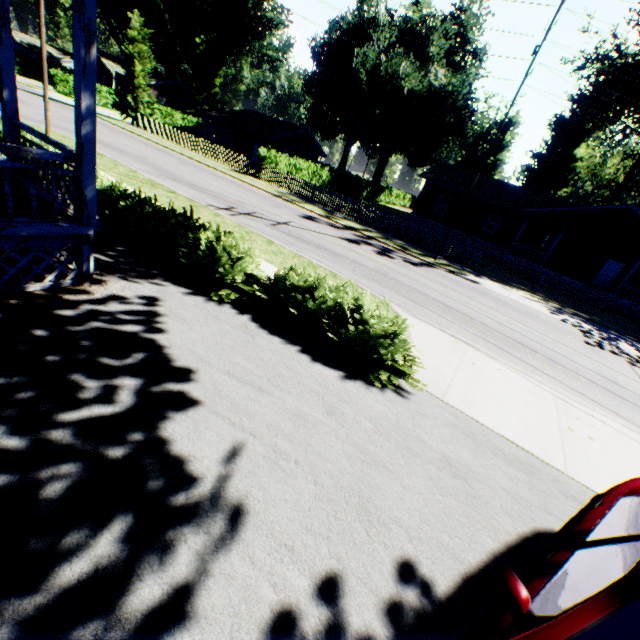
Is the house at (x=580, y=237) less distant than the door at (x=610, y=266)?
Yes

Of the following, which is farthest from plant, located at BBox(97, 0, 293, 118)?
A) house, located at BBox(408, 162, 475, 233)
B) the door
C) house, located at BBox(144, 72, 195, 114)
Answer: the door

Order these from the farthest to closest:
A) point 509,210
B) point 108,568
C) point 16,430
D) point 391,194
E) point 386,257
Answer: point 391,194 → point 509,210 → point 386,257 → point 16,430 → point 108,568

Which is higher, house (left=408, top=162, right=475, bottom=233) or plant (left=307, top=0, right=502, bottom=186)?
plant (left=307, top=0, right=502, bottom=186)

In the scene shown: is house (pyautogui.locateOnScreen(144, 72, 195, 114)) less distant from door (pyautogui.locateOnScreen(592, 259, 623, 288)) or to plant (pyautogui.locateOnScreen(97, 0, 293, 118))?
plant (pyautogui.locateOnScreen(97, 0, 293, 118))

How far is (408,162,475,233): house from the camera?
30.9m

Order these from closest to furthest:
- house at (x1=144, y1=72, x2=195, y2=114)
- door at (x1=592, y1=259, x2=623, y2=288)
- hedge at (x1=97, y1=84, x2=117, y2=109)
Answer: door at (x1=592, y1=259, x2=623, y2=288) < hedge at (x1=97, y1=84, x2=117, y2=109) < house at (x1=144, y1=72, x2=195, y2=114)

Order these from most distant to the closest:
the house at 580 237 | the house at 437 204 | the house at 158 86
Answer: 1. the house at 158 86
2. the house at 437 204
3. the house at 580 237
